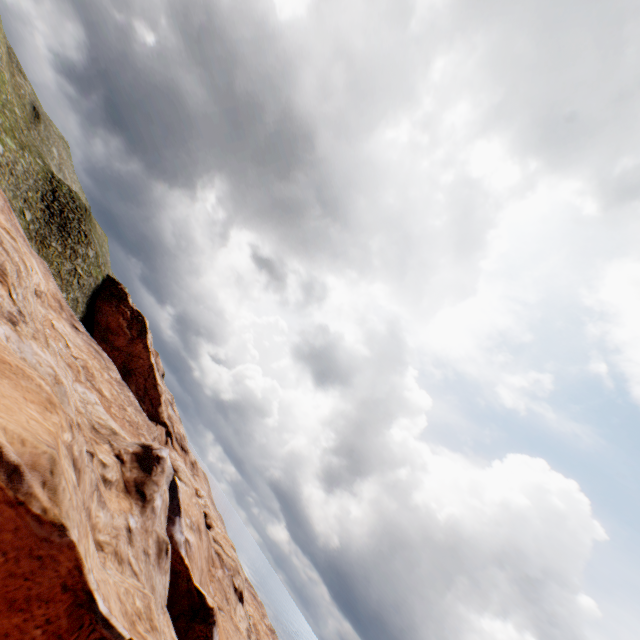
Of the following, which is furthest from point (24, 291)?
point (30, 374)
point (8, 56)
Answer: point (8, 56)
